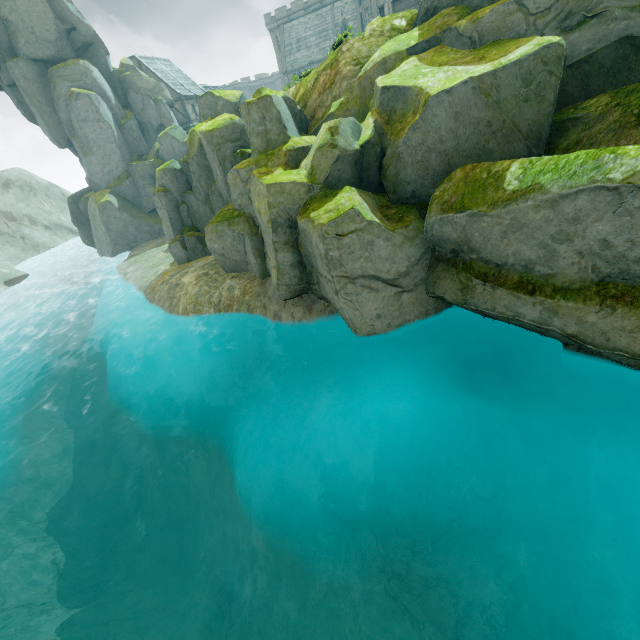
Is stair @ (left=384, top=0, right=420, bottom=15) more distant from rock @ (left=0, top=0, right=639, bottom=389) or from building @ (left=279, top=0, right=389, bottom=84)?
building @ (left=279, top=0, right=389, bottom=84)

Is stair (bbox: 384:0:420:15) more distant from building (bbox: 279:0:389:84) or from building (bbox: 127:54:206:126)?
building (bbox: 127:54:206:126)

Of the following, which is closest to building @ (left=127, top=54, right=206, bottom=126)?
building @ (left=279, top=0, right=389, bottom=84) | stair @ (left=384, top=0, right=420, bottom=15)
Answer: building @ (left=279, top=0, right=389, bottom=84)

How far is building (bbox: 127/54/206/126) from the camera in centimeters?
4416cm

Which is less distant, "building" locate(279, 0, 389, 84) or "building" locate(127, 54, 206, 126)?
"building" locate(127, 54, 206, 126)

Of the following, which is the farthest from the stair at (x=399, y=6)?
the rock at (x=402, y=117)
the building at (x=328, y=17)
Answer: the building at (x=328, y=17)

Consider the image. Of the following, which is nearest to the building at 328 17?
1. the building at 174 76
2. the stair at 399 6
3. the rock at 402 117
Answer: the building at 174 76

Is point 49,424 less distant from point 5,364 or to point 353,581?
point 5,364
